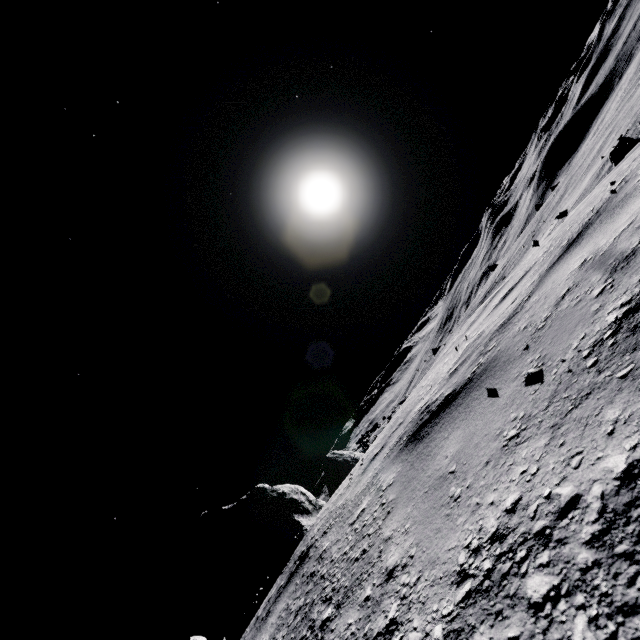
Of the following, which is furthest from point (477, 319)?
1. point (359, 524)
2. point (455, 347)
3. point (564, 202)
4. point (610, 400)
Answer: point (564, 202)

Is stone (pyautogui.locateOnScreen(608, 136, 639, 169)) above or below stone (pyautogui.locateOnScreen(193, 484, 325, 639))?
below

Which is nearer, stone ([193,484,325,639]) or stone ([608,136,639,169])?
stone ([193,484,325,639])

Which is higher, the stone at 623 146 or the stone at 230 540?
the stone at 230 540

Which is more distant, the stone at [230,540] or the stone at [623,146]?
the stone at [623,146]
